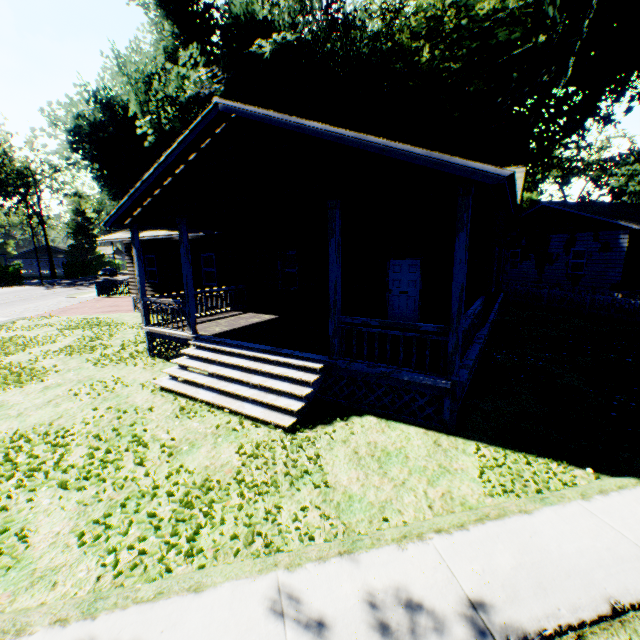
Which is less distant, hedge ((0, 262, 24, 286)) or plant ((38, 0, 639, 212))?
plant ((38, 0, 639, 212))

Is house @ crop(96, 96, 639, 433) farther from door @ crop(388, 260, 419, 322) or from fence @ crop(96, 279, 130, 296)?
fence @ crop(96, 279, 130, 296)

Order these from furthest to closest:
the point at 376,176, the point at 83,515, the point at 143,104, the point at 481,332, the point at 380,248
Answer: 1. the point at 143,104
2. the point at 380,248
3. the point at 481,332
4. the point at 376,176
5. the point at 83,515

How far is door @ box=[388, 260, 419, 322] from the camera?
10.94m

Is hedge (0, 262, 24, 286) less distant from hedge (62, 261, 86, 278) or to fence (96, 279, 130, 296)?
hedge (62, 261, 86, 278)

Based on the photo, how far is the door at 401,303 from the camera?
10.9m

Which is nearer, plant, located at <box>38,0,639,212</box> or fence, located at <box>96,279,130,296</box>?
plant, located at <box>38,0,639,212</box>

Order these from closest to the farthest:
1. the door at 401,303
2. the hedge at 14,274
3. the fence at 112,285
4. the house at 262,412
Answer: the house at 262,412
the door at 401,303
the fence at 112,285
the hedge at 14,274
